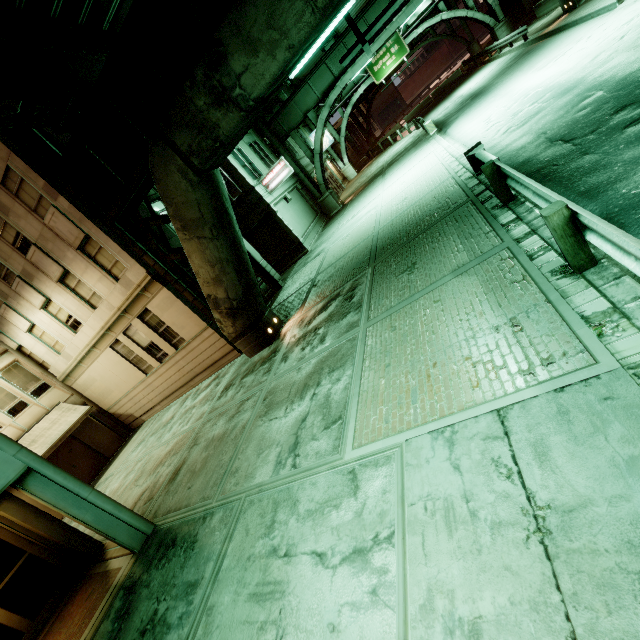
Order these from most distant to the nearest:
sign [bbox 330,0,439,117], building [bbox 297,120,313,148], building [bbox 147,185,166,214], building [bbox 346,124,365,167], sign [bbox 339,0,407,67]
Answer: building [bbox 346,124,365,167], building [bbox 297,120,313,148], sign [bbox 330,0,439,117], building [bbox 147,185,166,214], sign [bbox 339,0,407,67]

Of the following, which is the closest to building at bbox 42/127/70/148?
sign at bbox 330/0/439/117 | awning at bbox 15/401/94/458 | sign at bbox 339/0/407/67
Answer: awning at bbox 15/401/94/458

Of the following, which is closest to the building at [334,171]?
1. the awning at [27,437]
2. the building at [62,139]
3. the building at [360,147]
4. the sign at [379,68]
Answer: the building at [360,147]

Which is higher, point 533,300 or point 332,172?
point 332,172

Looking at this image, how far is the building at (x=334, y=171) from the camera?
35.4 meters

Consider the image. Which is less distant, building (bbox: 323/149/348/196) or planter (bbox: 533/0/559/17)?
planter (bbox: 533/0/559/17)

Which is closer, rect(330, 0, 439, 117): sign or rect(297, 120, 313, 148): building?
rect(330, 0, 439, 117): sign

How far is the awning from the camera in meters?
14.8 m
